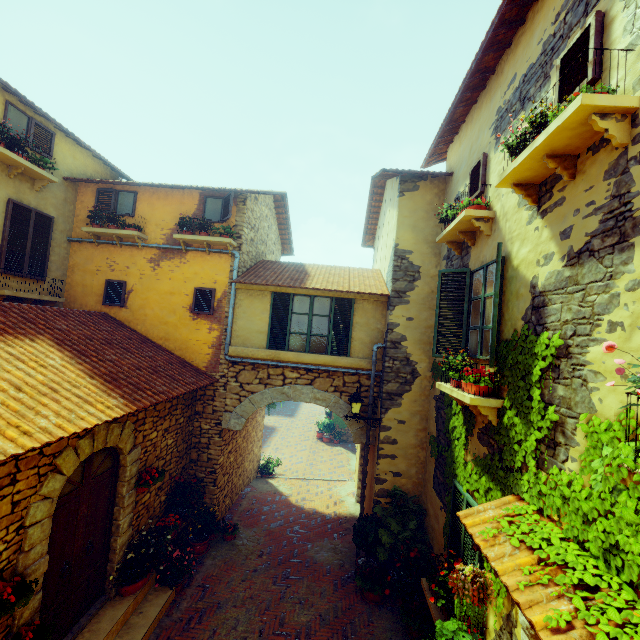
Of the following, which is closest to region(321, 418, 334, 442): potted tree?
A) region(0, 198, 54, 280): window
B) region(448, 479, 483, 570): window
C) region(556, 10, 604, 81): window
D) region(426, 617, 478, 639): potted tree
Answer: region(556, 10, 604, 81): window

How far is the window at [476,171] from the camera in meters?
5.6

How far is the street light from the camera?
7.72m

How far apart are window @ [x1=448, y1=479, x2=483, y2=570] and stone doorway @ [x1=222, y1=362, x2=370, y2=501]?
2.7m

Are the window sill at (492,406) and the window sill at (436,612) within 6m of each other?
yes

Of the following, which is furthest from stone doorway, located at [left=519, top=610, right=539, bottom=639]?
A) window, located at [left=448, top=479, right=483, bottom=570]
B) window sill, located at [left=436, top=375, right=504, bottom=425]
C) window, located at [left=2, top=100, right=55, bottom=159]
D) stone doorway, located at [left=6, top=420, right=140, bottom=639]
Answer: window, located at [left=2, top=100, right=55, bottom=159]

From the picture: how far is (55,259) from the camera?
8.5m

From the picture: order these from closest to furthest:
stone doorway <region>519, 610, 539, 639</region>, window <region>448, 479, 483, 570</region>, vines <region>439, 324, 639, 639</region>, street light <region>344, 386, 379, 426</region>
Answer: vines <region>439, 324, 639, 639</region> → stone doorway <region>519, 610, 539, 639</region> → window <region>448, 479, 483, 570</region> → street light <region>344, 386, 379, 426</region>
